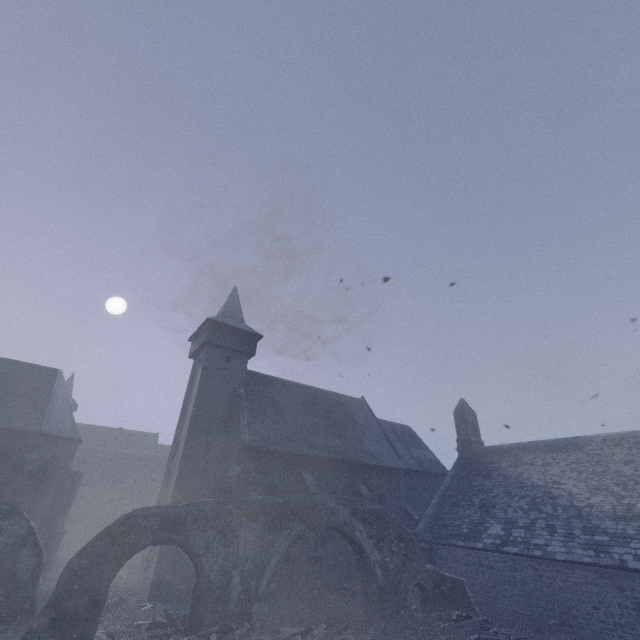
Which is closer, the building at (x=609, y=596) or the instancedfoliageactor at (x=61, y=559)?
the instancedfoliageactor at (x=61, y=559)

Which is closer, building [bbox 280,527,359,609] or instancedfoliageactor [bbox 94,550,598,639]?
instancedfoliageactor [bbox 94,550,598,639]

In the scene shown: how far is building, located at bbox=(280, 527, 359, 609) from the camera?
16.20m

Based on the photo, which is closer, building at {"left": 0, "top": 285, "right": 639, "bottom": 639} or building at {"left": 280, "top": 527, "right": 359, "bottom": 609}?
building at {"left": 0, "top": 285, "right": 639, "bottom": 639}

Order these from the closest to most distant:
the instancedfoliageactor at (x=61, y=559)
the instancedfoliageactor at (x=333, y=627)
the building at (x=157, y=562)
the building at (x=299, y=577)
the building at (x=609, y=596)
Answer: the instancedfoliageactor at (x=333, y=627) < the instancedfoliageactor at (x=61, y=559) < the building at (x=609, y=596) < the building at (x=157, y=562) < the building at (x=299, y=577)

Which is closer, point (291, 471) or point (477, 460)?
point (291, 471)
